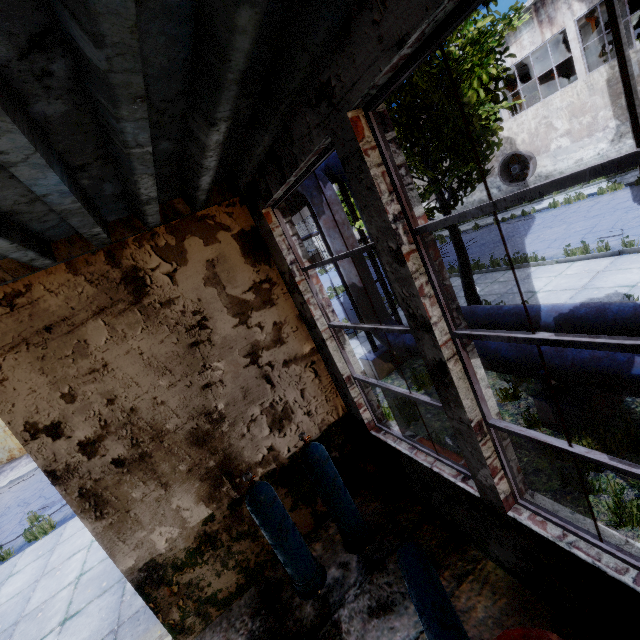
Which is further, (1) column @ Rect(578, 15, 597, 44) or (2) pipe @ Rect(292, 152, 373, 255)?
(1) column @ Rect(578, 15, 597, 44)

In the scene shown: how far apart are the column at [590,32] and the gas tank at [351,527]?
25.8 meters

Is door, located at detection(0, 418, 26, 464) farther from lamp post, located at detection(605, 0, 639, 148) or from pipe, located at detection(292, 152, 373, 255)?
lamp post, located at detection(605, 0, 639, 148)

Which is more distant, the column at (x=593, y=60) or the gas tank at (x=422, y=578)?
the column at (x=593, y=60)

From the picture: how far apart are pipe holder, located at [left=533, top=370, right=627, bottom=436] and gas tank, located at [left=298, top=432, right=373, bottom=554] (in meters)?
2.78

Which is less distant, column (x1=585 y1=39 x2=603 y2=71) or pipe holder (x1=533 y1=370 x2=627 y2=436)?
pipe holder (x1=533 y1=370 x2=627 y2=436)

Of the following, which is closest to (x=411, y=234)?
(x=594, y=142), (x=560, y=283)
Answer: (x=560, y=283)

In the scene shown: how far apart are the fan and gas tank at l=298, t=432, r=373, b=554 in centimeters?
2330cm
